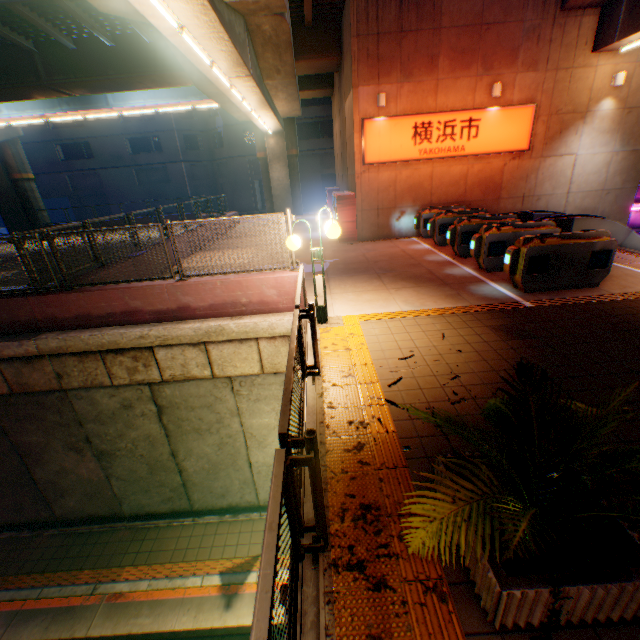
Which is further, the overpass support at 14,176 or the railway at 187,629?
the overpass support at 14,176

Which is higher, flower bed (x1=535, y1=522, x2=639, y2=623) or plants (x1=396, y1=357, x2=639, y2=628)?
plants (x1=396, y1=357, x2=639, y2=628)

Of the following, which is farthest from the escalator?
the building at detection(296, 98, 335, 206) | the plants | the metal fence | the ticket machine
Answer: the building at detection(296, 98, 335, 206)

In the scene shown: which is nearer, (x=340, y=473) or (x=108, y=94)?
(x=340, y=473)

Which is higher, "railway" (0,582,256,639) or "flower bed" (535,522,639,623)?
"flower bed" (535,522,639,623)

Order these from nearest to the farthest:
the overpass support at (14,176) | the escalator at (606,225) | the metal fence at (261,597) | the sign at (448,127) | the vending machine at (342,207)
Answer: the metal fence at (261,597), the escalator at (606,225), the sign at (448,127), the vending machine at (342,207), the overpass support at (14,176)

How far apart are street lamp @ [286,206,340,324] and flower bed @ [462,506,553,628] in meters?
3.9

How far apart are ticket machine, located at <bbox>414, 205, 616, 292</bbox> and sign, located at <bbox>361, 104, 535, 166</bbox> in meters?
5.7
